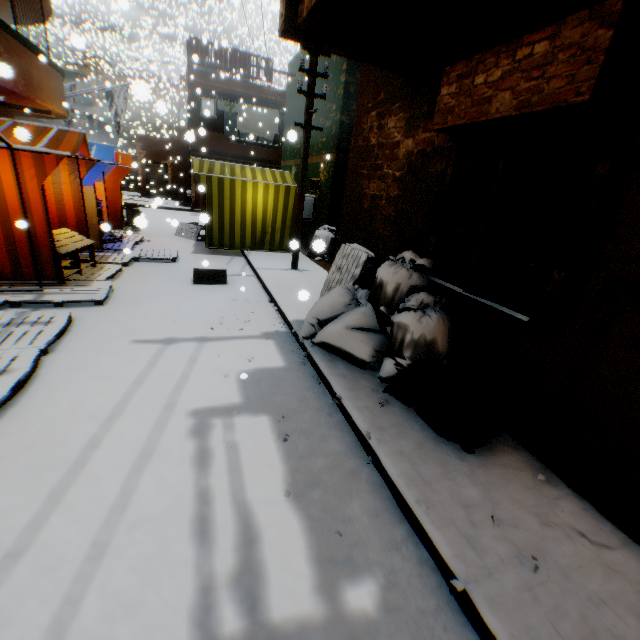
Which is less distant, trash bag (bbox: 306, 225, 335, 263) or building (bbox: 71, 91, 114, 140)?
trash bag (bbox: 306, 225, 335, 263)

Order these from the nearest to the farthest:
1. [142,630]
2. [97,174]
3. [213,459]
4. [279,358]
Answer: [142,630] < [213,459] < [279,358] < [97,174]

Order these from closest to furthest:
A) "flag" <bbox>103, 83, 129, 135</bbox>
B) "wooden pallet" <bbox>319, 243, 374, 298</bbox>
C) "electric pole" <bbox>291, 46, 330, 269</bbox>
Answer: "wooden pallet" <bbox>319, 243, 374, 298</bbox> → "electric pole" <bbox>291, 46, 330, 269</bbox> → "flag" <bbox>103, 83, 129, 135</bbox>

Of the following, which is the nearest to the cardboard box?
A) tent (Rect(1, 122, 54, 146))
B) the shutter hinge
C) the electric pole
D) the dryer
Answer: tent (Rect(1, 122, 54, 146))

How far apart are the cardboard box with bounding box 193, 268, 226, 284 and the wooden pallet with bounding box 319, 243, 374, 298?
1.8 meters

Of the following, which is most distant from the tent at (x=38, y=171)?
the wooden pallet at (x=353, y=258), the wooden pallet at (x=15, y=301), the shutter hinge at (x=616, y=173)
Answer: the shutter hinge at (x=616, y=173)

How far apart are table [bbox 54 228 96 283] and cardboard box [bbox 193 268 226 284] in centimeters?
126cm
